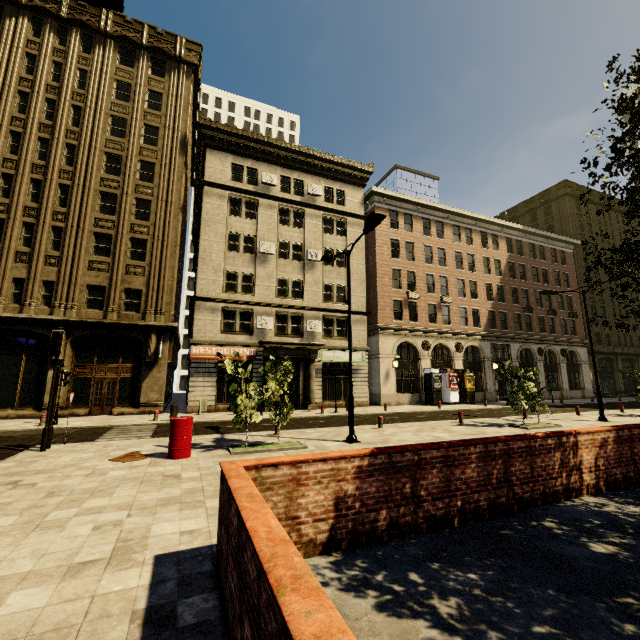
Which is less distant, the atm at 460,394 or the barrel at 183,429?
the barrel at 183,429

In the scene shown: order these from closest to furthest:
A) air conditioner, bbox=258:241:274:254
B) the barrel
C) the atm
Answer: the barrel
air conditioner, bbox=258:241:274:254
the atm

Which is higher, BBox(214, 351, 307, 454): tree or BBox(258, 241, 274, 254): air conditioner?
BBox(258, 241, 274, 254): air conditioner

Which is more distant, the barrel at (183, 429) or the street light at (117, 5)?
the barrel at (183, 429)

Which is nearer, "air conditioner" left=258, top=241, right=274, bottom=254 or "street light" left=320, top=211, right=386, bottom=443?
"street light" left=320, top=211, right=386, bottom=443

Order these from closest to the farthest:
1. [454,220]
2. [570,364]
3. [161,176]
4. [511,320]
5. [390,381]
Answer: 1. [161,176]
2. [390,381]
3. [454,220]
4. [511,320]
5. [570,364]

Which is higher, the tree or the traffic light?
the traffic light

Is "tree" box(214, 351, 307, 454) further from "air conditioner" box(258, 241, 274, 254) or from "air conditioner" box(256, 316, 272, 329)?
"air conditioner" box(258, 241, 274, 254)
